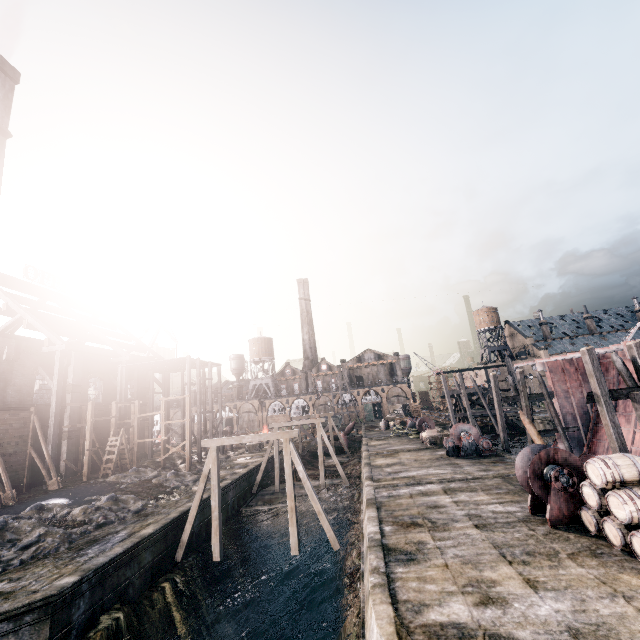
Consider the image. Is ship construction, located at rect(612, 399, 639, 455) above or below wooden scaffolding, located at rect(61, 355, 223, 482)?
below

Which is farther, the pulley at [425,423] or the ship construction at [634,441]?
the pulley at [425,423]

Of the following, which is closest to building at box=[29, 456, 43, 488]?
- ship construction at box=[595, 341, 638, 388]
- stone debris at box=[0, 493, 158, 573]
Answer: stone debris at box=[0, 493, 158, 573]

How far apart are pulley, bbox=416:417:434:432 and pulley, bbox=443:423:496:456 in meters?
10.1 m

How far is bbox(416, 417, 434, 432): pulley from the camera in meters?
37.3

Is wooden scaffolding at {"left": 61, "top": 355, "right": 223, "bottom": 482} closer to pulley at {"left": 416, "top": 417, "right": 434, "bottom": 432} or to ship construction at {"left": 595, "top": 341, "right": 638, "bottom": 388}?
pulley at {"left": 416, "top": 417, "right": 434, "bottom": 432}

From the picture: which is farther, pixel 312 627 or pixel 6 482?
pixel 6 482

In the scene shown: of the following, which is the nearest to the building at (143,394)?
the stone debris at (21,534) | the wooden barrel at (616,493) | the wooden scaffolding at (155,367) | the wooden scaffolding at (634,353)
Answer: the wooden scaffolding at (155,367)
